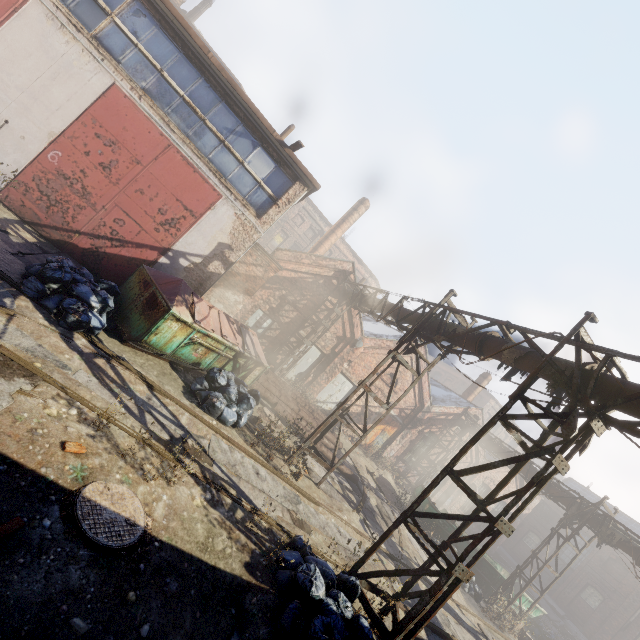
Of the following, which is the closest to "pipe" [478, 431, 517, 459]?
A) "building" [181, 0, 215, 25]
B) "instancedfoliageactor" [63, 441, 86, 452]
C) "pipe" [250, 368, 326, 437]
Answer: "pipe" [250, 368, 326, 437]

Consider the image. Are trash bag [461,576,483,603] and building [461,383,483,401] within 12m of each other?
yes

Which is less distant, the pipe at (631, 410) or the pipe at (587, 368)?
the pipe at (631, 410)

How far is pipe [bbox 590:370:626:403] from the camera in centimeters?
514cm

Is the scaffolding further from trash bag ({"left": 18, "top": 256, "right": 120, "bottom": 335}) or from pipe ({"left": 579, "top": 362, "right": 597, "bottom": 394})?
trash bag ({"left": 18, "top": 256, "right": 120, "bottom": 335})

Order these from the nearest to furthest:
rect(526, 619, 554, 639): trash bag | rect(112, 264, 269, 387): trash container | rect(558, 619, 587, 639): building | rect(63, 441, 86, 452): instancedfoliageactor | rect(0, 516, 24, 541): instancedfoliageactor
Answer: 1. rect(0, 516, 24, 541): instancedfoliageactor
2. rect(63, 441, 86, 452): instancedfoliageactor
3. rect(112, 264, 269, 387): trash container
4. rect(526, 619, 554, 639): trash bag
5. rect(558, 619, 587, 639): building

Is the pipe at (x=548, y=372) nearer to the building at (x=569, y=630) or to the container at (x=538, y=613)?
the container at (x=538, y=613)

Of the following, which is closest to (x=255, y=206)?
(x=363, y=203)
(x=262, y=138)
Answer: (x=262, y=138)
